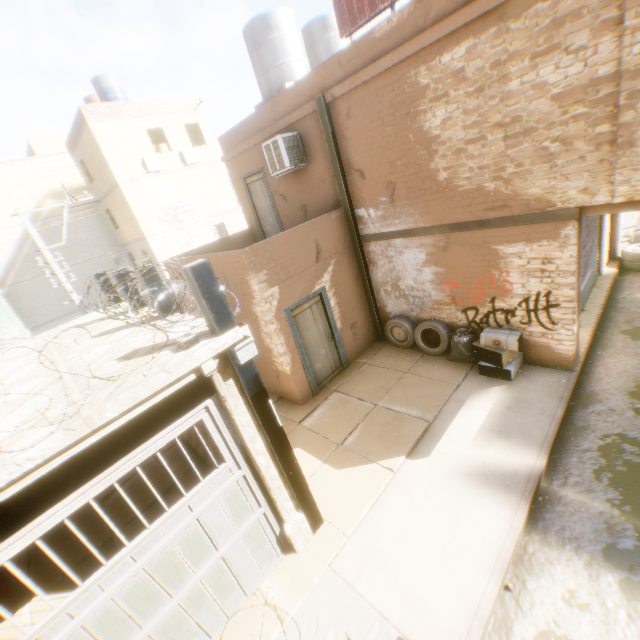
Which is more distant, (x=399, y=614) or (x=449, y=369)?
(x=449, y=369)

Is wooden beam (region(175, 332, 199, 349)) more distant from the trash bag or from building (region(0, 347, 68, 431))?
the trash bag

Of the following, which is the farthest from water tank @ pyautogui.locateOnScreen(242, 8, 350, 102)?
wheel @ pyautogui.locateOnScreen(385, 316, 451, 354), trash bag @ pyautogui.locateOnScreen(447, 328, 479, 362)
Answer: trash bag @ pyautogui.locateOnScreen(447, 328, 479, 362)

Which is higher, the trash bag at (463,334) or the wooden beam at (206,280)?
the wooden beam at (206,280)

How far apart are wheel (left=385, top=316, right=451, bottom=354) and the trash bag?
0.03m

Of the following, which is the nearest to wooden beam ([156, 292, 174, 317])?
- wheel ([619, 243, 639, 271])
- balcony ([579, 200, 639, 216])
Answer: balcony ([579, 200, 639, 216])

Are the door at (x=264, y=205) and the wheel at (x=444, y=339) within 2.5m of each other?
no

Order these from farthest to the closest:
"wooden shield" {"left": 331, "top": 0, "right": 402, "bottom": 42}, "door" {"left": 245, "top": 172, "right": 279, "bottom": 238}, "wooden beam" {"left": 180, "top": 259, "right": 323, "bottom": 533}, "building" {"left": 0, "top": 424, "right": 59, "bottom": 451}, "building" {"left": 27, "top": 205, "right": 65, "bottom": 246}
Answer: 1. "building" {"left": 27, "top": 205, "right": 65, "bottom": 246}
2. "door" {"left": 245, "top": 172, "right": 279, "bottom": 238}
3. "wooden shield" {"left": 331, "top": 0, "right": 402, "bottom": 42}
4. "wooden beam" {"left": 180, "top": 259, "right": 323, "bottom": 533}
5. "building" {"left": 0, "top": 424, "right": 59, "bottom": 451}
